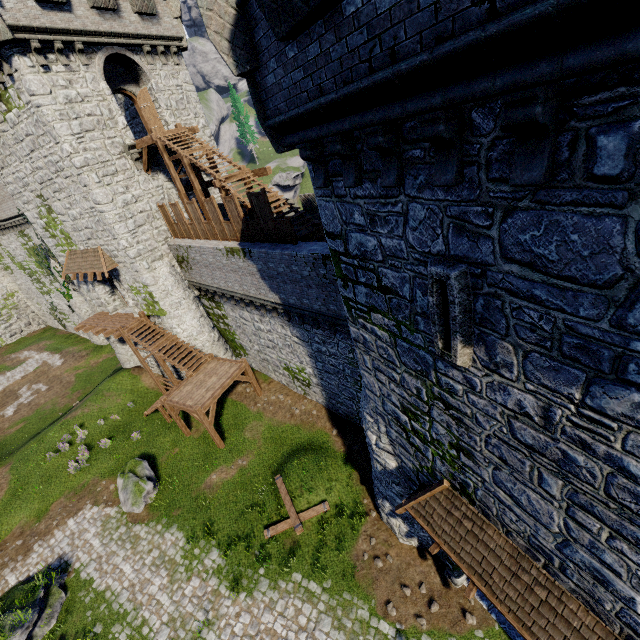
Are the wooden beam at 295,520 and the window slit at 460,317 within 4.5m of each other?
no

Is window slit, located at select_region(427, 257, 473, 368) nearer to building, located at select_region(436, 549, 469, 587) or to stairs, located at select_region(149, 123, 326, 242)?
building, located at select_region(436, 549, 469, 587)

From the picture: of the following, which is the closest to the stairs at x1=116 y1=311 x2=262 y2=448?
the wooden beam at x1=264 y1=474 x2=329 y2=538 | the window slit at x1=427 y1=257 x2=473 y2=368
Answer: the wooden beam at x1=264 y1=474 x2=329 y2=538

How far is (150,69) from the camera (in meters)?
18.81

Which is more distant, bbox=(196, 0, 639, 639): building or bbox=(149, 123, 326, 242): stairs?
bbox=(149, 123, 326, 242): stairs

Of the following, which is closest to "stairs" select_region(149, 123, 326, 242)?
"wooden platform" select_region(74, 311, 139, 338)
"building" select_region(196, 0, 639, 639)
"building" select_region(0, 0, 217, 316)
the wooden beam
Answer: "building" select_region(0, 0, 217, 316)

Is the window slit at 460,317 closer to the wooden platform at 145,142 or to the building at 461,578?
the building at 461,578

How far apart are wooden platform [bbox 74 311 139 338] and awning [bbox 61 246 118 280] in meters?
3.1
